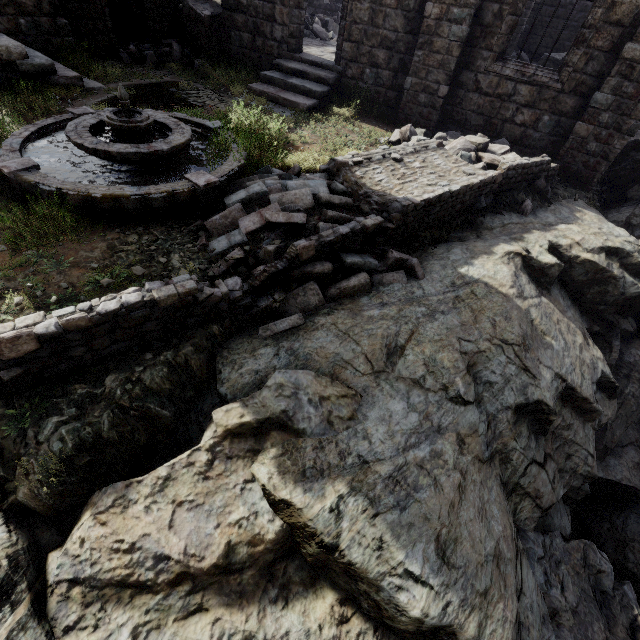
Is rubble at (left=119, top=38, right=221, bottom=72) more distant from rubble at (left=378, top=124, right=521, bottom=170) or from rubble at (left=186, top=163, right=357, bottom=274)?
rubble at (left=378, top=124, right=521, bottom=170)

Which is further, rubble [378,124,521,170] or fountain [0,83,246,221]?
rubble [378,124,521,170]

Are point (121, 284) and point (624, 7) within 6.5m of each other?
no

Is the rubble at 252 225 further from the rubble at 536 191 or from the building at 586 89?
the building at 586 89

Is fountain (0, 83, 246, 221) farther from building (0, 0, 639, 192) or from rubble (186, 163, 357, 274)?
building (0, 0, 639, 192)

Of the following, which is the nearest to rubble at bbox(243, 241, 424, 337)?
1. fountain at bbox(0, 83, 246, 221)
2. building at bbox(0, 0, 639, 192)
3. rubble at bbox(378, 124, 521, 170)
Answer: fountain at bbox(0, 83, 246, 221)

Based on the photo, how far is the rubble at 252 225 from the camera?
4.9m
